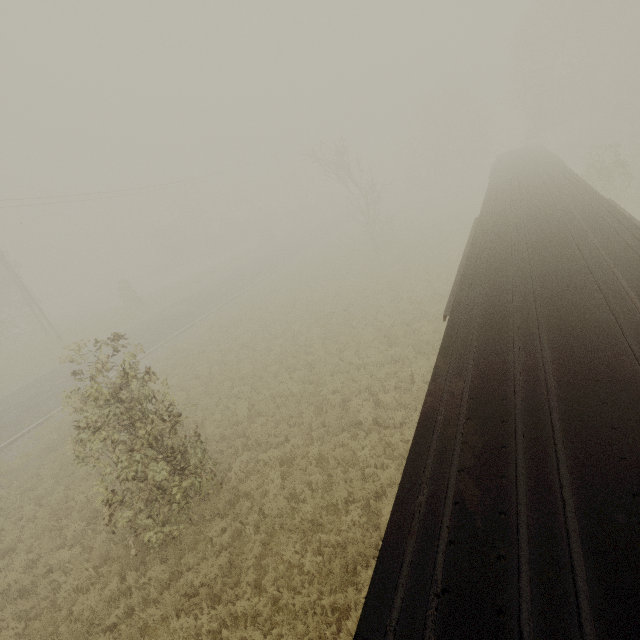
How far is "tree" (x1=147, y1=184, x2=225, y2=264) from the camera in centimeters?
5072cm

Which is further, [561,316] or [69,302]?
[69,302]

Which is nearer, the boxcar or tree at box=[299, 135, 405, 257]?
the boxcar

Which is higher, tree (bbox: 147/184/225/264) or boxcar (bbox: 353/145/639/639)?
boxcar (bbox: 353/145/639/639)

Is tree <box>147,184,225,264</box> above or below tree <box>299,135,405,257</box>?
below

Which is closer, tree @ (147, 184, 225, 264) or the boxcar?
the boxcar

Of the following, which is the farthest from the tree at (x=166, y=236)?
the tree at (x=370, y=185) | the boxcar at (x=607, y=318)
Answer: the boxcar at (x=607, y=318)
